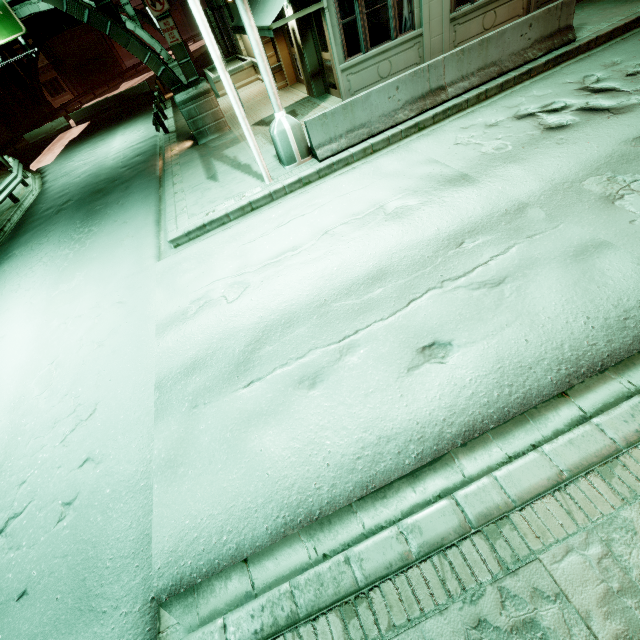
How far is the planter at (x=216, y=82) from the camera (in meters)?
18.00

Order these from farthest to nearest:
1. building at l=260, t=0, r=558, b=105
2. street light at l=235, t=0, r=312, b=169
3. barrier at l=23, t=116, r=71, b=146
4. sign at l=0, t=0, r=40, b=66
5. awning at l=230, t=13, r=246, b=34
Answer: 1. barrier at l=23, t=116, r=71, b=146
2. sign at l=0, t=0, r=40, b=66
3. awning at l=230, t=13, r=246, b=34
4. building at l=260, t=0, r=558, b=105
5. street light at l=235, t=0, r=312, b=169

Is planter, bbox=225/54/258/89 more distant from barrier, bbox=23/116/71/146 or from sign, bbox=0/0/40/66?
barrier, bbox=23/116/71/146

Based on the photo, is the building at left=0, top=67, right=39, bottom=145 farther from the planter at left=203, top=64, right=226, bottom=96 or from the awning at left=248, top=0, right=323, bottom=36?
the awning at left=248, top=0, right=323, bottom=36

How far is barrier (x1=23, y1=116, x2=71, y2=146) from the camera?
29.8m

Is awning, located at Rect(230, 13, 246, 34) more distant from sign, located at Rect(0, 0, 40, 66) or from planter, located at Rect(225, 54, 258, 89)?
sign, located at Rect(0, 0, 40, 66)

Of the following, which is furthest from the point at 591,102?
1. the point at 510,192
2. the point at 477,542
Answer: the point at 477,542

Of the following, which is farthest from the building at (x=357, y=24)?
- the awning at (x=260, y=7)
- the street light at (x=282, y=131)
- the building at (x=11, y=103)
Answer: the building at (x=11, y=103)
